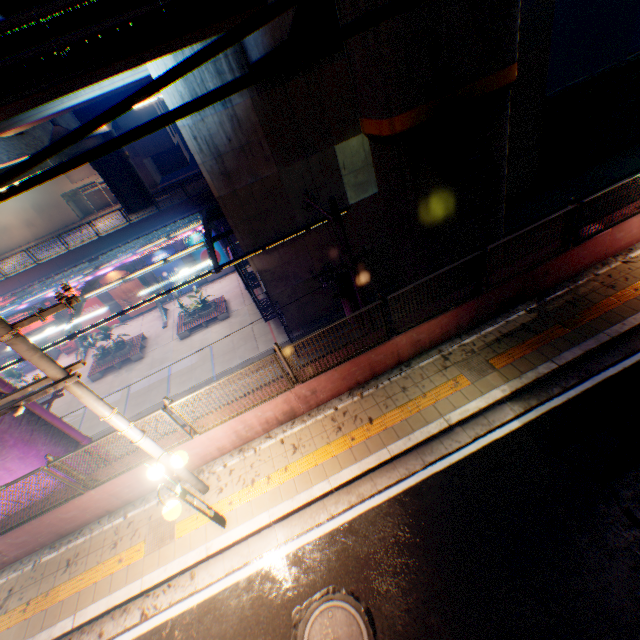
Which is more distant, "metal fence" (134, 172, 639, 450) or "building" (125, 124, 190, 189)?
"building" (125, 124, 190, 189)

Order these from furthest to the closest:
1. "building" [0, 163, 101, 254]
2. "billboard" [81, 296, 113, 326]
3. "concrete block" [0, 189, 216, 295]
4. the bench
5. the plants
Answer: "building" [0, 163, 101, 254], "billboard" [81, 296, 113, 326], "concrete block" [0, 189, 216, 295], the bench, the plants

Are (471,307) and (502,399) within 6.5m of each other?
yes

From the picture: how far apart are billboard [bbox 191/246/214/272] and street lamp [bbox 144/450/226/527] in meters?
24.3 m

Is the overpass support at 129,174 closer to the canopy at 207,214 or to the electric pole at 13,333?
the electric pole at 13,333

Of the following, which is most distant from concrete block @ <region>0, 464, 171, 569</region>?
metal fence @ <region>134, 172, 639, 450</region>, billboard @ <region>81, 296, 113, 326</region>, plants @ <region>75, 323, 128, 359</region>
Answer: billboard @ <region>81, 296, 113, 326</region>

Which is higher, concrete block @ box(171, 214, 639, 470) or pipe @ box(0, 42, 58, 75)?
pipe @ box(0, 42, 58, 75)

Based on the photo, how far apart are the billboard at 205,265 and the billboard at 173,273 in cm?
89
